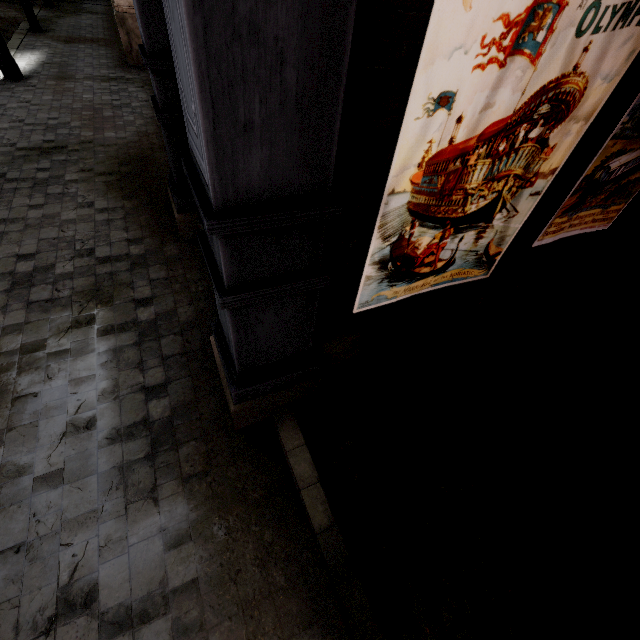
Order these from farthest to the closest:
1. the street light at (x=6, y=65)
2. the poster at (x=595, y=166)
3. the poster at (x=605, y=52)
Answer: the street light at (x=6, y=65), the poster at (x=595, y=166), the poster at (x=605, y=52)

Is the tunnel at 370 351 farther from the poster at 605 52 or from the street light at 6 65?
the street light at 6 65

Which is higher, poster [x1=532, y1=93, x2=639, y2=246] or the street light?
poster [x1=532, y1=93, x2=639, y2=246]

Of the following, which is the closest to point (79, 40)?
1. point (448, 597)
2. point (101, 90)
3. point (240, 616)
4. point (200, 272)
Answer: point (101, 90)

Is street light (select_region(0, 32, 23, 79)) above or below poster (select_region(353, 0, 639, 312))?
below

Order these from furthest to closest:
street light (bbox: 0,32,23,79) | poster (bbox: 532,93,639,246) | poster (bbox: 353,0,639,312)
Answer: street light (bbox: 0,32,23,79) < poster (bbox: 532,93,639,246) < poster (bbox: 353,0,639,312)

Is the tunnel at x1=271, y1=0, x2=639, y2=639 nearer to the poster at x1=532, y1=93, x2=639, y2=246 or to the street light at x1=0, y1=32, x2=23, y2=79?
the poster at x1=532, y1=93, x2=639, y2=246

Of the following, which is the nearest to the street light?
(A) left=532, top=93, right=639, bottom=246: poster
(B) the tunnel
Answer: (B) the tunnel
